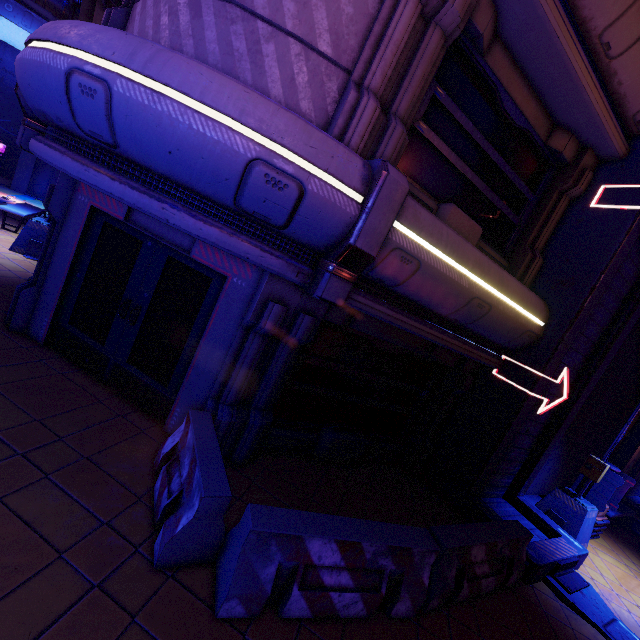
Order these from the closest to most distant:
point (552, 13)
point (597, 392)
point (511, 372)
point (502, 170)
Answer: point (552, 13) < point (502, 170) < point (511, 372) < point (597, 392)

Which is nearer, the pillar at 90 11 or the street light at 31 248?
the street light at 31 248

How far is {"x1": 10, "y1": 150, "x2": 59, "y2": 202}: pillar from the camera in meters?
16.8 m

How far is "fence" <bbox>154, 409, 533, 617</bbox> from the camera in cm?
310

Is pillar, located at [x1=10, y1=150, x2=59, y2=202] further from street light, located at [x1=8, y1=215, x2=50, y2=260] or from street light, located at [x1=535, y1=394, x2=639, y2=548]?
street light, located at [x1=535, y1=394, x2=639, y2=548]

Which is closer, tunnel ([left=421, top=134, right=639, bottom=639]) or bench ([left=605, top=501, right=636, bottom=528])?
tunnel ([left=421, top=134, right=639, bottom=639])

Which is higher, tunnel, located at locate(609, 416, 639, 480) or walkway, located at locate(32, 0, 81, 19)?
walkway, located at locate(32, 0, 81, 19)

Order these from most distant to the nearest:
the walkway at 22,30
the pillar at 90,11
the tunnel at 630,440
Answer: the walkway at 22,30 < the pillar at 90,11 < the tunnel at 630,440
